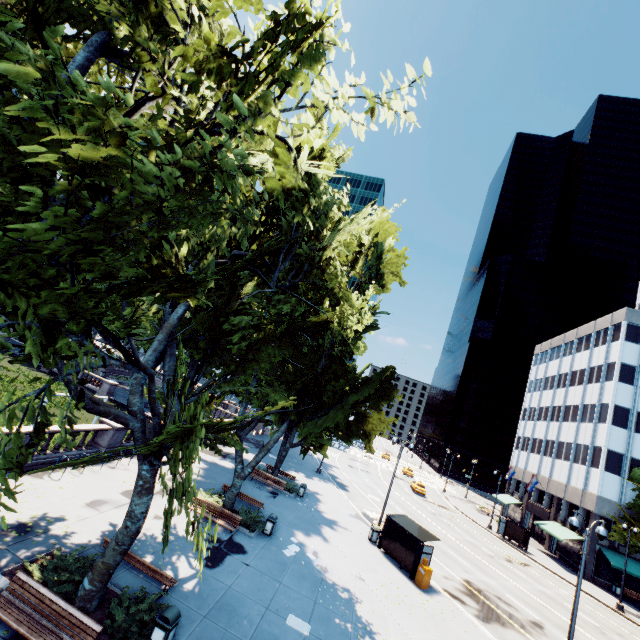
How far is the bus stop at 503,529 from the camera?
38.2 meters

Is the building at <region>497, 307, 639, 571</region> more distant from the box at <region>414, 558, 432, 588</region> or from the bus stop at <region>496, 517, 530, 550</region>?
the box at <region>414, 558, 432, 588</region>

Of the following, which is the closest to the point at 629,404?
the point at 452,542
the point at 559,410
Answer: the point at 559,410

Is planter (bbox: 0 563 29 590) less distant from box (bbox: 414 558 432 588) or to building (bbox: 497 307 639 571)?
box (bbox: 414 558 432 588)

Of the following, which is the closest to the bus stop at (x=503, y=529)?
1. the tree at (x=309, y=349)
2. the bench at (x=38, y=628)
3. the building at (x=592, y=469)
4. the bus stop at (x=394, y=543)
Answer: the building at (x=592, y=469)

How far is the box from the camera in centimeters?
1870cm

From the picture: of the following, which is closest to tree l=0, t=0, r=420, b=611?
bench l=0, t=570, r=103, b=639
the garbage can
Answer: bench l=0, t=570, r=103, b=639

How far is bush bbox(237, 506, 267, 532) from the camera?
17.5m
